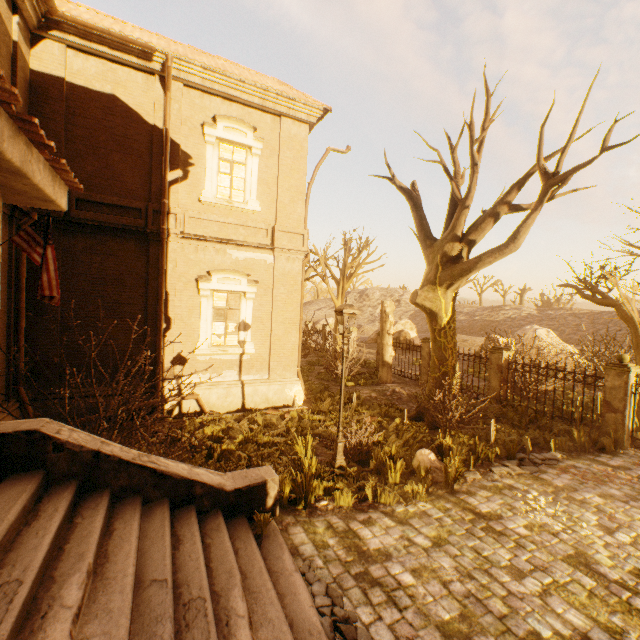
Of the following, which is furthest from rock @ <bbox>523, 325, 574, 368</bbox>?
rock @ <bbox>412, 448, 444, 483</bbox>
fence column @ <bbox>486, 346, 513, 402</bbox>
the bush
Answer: the bush

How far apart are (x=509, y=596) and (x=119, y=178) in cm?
1272

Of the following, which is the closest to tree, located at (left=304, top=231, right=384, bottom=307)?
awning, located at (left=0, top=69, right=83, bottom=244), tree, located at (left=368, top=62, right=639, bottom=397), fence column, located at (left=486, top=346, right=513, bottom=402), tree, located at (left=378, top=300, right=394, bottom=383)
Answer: tree, located at (left=368, top=62, right=639, bottom=397)

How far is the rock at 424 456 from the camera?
7.3 meters

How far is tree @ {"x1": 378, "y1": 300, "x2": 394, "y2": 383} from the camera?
17.11m

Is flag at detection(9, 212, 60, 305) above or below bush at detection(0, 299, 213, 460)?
above

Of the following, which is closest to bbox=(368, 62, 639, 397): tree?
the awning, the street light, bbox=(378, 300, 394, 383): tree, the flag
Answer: the street light

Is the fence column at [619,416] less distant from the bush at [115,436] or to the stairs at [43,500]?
the stairs at [43,500]
